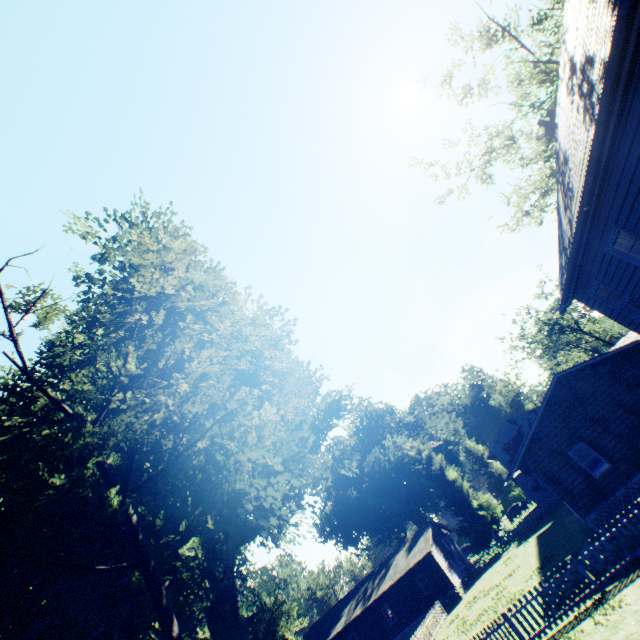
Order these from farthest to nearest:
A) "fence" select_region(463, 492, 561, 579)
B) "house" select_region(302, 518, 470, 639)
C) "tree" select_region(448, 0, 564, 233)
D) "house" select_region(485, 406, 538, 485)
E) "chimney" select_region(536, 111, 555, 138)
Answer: "house" select_region(485, 406, 538, 485), "fence" select_region(463, 492, 561, 579), "house" select_region(302, 518, 470, 639), "tree" select_region(448, 0, 564, 233), "chimney" select_region(536, 111, 555, 138)

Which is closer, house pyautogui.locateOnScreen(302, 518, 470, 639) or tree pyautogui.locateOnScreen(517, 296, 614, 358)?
house pyautogui.locateOnScreen(302, 518, 470, 639)

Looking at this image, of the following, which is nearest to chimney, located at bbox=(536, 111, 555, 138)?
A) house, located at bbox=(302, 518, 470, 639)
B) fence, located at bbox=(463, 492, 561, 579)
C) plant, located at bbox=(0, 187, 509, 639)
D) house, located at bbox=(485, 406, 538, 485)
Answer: plant, located at bbox=(0, 187, 509, 639)

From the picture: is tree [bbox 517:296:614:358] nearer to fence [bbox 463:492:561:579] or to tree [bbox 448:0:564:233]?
fence [bbox 463:492:561:579]

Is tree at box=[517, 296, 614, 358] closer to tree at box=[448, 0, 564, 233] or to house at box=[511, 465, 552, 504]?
house at box=[511, 465, 552, 504]

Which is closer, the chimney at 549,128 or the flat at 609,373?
the chimney at 549,128

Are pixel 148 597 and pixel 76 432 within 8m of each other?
yes

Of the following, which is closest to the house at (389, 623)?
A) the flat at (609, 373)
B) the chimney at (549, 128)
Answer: the flat at (609, 373)
